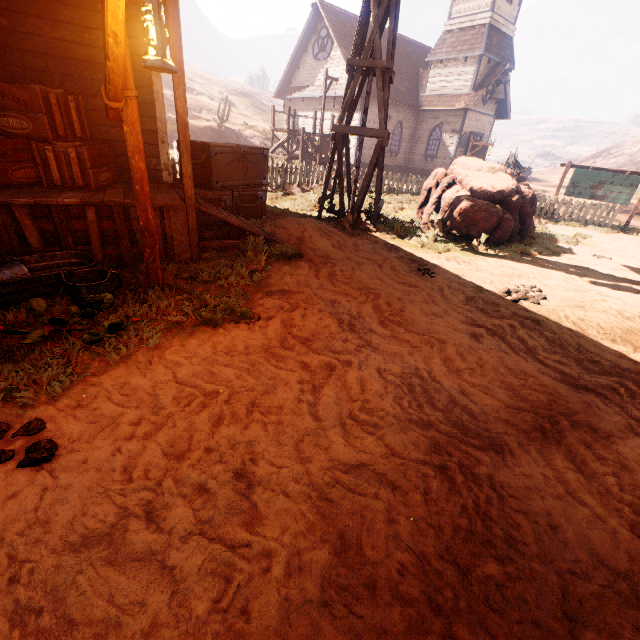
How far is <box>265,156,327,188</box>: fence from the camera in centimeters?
1374cm

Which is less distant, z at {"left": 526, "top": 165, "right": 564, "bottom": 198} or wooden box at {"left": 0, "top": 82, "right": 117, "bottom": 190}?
wooden box at {"left": 0, "top": 82, "right": 117, "bottom": 190}

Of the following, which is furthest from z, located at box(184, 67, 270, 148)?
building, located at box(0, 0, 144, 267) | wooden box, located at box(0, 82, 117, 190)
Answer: wooden box, located at box(0, 82, 117, 190)

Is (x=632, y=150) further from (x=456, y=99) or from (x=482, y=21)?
(x=456, y=99)

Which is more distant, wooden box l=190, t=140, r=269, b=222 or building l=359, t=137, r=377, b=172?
building l=359, t=137, r=377, b=172

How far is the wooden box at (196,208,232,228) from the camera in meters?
6.8 m

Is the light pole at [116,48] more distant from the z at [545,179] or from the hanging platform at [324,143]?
the hanging platform at [324,143]

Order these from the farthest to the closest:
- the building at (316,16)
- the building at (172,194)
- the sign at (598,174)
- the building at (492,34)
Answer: the building at (316,16)
the building at (492,34)
the sign at (598,174)
the building at (172,194)
